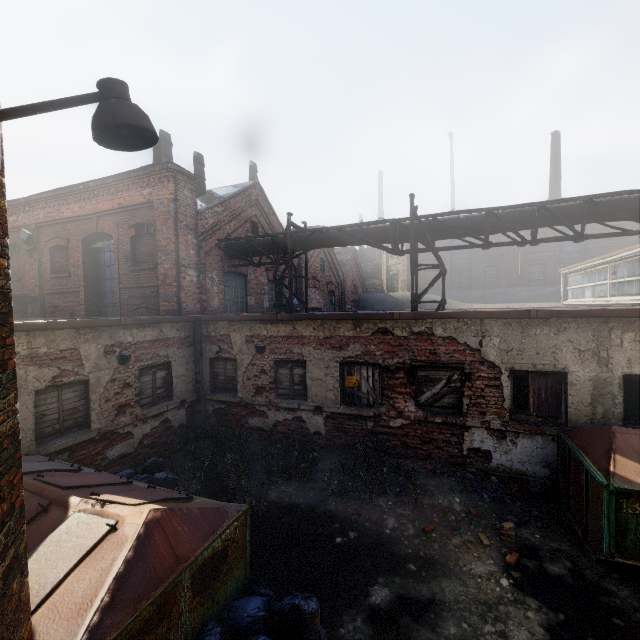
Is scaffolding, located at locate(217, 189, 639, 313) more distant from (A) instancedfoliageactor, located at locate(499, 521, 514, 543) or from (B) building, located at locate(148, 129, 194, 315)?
(A) instancedfoliageactor, located at locate(499, 521, 514, 543)

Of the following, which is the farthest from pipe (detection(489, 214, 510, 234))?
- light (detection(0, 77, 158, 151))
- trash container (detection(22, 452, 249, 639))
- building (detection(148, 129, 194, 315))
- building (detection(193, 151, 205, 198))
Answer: trash container (detection(22, 452, 249, 639))

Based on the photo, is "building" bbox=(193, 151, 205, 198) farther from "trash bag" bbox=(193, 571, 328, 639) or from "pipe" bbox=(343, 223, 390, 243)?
"trash bag" bbox=(193, 571, 328, 639)

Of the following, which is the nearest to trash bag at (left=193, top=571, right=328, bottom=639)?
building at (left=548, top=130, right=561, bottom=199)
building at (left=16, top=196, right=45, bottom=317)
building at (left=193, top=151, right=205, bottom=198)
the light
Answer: the light

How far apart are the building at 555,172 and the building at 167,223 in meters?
35.3

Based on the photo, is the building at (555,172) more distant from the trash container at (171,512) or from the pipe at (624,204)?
the trash container at (171,512)

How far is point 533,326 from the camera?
6.5 meters

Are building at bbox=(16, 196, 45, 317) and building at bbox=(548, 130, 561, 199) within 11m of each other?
no
